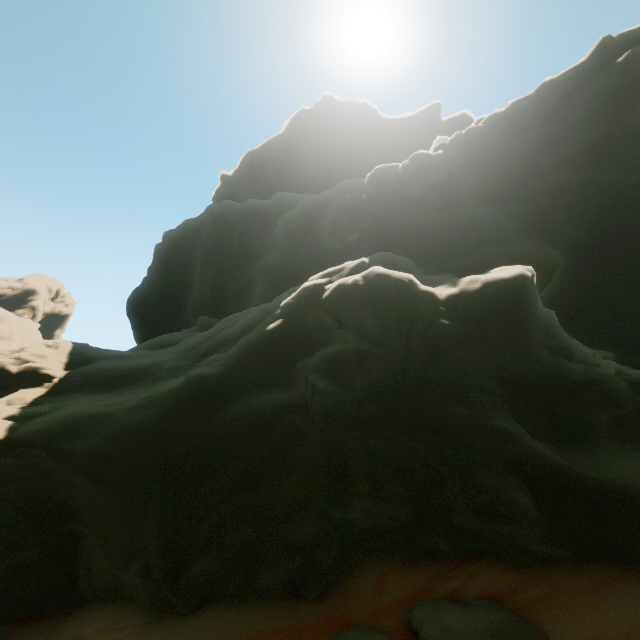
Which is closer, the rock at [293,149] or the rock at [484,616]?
the rock at [484,616]

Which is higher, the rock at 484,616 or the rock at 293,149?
the rock at 293,149

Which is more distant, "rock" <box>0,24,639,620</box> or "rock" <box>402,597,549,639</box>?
"rock" <box>0,24,639,620</box>

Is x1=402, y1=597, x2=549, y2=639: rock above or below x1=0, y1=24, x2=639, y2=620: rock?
below

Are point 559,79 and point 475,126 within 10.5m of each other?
yes
